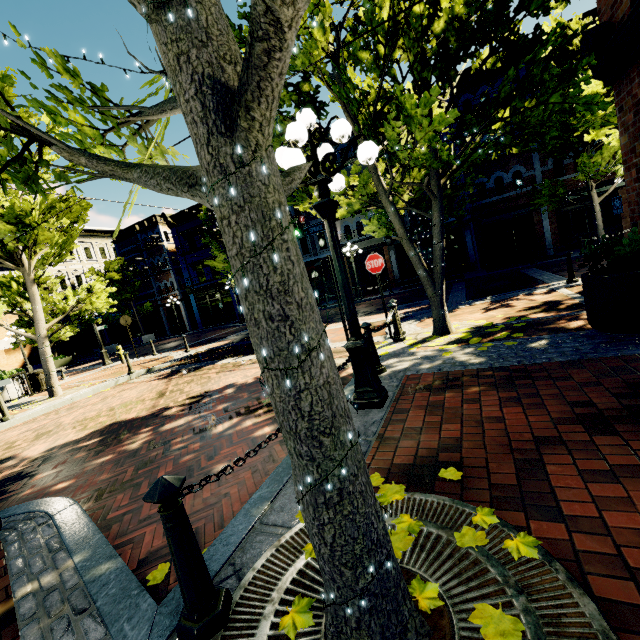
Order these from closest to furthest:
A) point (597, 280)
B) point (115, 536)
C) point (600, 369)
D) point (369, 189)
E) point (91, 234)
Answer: point (115, 536)
point (600, 369)
point (597, 280)
point (369, 189)
point (91, 234)

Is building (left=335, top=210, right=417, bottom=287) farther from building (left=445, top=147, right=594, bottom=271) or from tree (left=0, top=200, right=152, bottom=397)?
building (left=445, top=147, right=594, bottom=271)

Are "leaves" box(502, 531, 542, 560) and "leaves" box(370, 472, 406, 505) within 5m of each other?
yes

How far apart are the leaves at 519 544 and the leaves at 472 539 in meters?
0.1 m

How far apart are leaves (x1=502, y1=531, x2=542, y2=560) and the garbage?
17.26m

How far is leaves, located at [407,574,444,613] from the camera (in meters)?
1.58

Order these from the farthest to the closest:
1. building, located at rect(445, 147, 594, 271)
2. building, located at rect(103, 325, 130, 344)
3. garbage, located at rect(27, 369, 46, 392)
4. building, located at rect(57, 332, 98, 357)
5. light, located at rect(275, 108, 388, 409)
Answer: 1. building, located at rect(103, 325, 130, 344)
2. building, located at rect(57, 332, 98, 357)
3. building, located at rect(445, 147, 594, 271)
4. garbage, located at rect(27, 369, 46, 392)
5. light, located at rect(275, 108, 388, 409)

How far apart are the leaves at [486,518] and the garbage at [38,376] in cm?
1698
